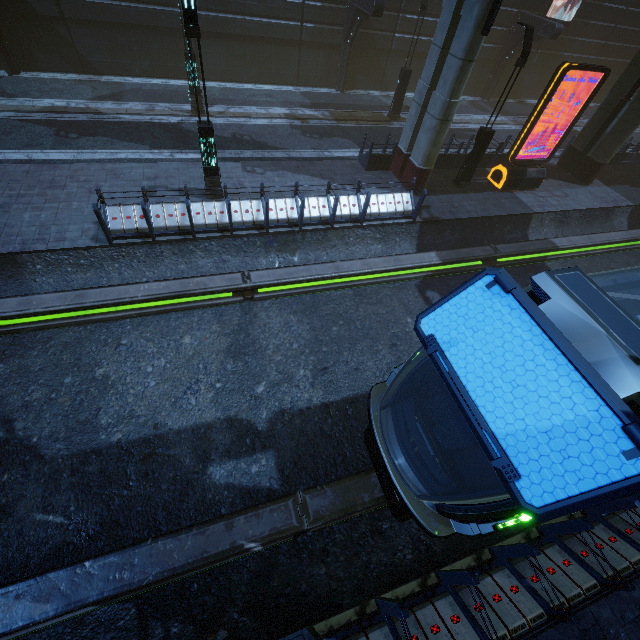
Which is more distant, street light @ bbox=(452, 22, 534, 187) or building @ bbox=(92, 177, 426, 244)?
street light @ bbox=(452, 22, 534, 187)

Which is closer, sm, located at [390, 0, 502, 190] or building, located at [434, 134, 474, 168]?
sm, located at [390, 0, 502, 190]

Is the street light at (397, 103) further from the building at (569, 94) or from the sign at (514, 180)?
the sign at (514, 180)

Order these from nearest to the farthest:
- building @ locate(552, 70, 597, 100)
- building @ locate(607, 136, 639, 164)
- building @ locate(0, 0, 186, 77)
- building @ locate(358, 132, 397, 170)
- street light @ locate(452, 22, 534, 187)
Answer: street light @ locate(452, 22, 534, 187), building @ locate(358, 132, 397, 170), building @ locate(0, 0, 186, 77), building @ locate(607, 136, 639, 164), building @ locate(552, 70, 597, 100)

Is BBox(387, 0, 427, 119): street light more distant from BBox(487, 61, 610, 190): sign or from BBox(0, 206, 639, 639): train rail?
BBox(0, 206, 639, 639): train rail

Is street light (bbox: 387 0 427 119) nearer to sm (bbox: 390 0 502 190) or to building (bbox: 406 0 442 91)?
building (bbox: 406 0 442 91)

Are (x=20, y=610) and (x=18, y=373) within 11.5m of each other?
yes
